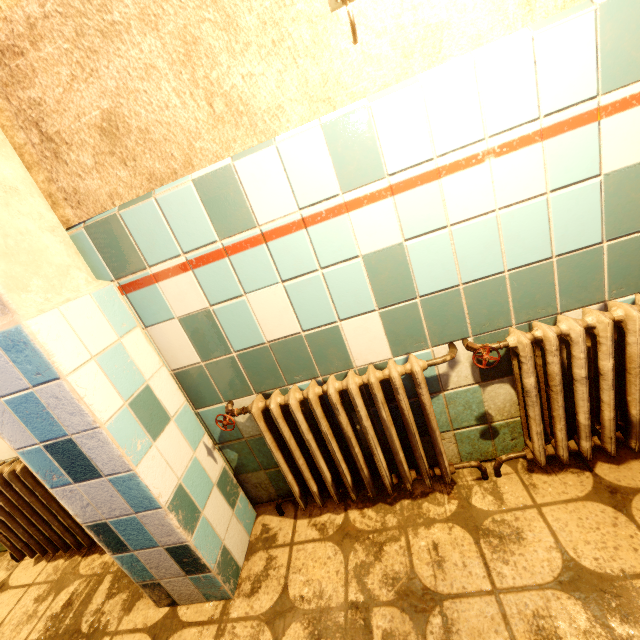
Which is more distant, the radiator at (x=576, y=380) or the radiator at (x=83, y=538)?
the radiator at (x=83, y=538)

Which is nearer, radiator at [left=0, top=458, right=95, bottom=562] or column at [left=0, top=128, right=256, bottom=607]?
column at [left=0, top=128, right=256, bottom=607]

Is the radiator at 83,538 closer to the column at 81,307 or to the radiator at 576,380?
the column at 81,307

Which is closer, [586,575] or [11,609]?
[586,575]

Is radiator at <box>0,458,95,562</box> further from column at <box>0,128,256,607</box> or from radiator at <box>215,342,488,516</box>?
radiator at <box>215,342,488,516</box>

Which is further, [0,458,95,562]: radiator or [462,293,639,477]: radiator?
[0,458,95,562]: radiator

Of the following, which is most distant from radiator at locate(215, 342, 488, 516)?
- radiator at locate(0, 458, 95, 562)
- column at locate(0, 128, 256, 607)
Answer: radiator at locate(0, 458, 95, 562)
